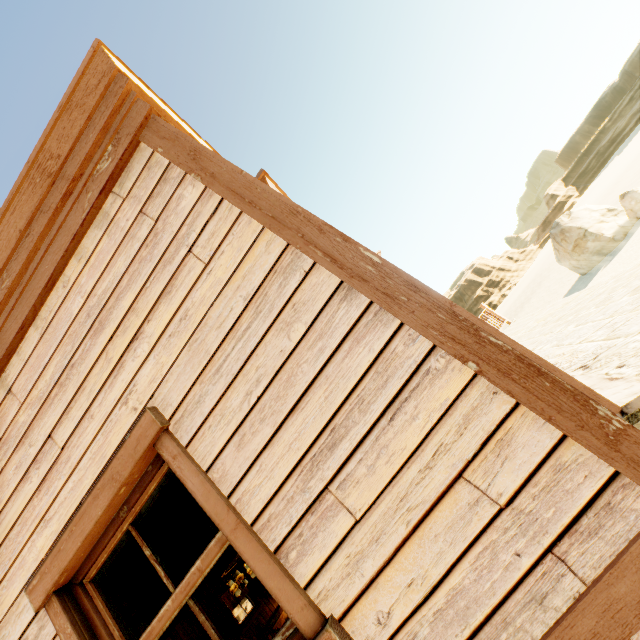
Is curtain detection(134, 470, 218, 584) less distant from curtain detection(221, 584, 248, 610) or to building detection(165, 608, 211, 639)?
building detection(165, 608, 211, 639)

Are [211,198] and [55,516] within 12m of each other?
yes

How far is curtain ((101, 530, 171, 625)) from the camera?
1.80m

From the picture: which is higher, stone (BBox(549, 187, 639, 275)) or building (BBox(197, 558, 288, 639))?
building (BBox(197, 558, 288, 639))

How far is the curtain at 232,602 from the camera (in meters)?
10.41

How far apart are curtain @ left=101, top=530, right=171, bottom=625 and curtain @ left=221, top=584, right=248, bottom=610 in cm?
1147

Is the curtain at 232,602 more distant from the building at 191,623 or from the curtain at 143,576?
the curtain at 143,576

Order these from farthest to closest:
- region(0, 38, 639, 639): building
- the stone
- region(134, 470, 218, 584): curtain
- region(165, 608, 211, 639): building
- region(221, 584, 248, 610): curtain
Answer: the stone, region(221, 584, 248, 610): curtain, region(165, 608, 211, 639): building, region(134, 470, 218, 584): curtain, region(0, 38, 639, 639): building
